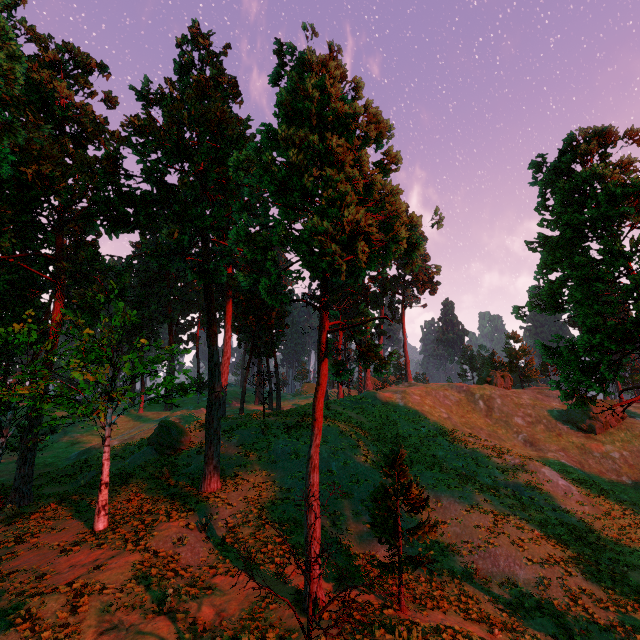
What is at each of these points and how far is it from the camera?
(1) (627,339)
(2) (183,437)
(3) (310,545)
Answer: (1) treerock, 13.20m
(2) treerock, 28.12m
(3) treerock, 7.69m

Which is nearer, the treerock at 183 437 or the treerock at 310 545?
the treerock at 310 545

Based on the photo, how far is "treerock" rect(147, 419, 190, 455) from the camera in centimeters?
2673cm

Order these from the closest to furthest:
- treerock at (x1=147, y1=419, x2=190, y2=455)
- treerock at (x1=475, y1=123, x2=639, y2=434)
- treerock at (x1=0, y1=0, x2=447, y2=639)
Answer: treerock at (x1=0, y1=0, x2=447, y2=639)
treerock at (x1=475, y1=123, x2=639, y2=434)
treerock at (x1=147, y1=419, x2=190, y2=455)

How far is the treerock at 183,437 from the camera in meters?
26.7

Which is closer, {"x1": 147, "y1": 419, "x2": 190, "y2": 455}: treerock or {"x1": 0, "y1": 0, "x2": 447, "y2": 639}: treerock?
{"x1": 0, "y1": 0, "x2": 447, "y2": 639}: treerock
